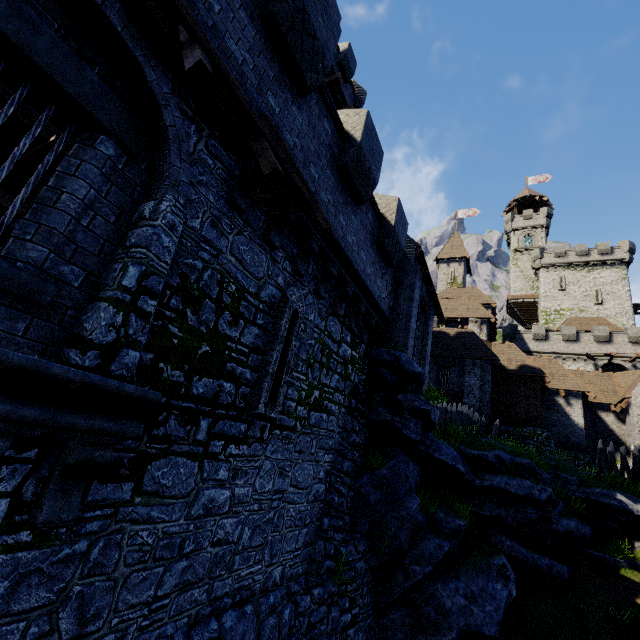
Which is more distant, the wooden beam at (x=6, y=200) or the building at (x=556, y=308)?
the building at (x=556, y=308)

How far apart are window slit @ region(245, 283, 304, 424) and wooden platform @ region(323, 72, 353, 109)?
12.30m

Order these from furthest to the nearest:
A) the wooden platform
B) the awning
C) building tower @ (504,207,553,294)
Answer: building tower @ (504,207,553,294) < the wooden platform < the awning

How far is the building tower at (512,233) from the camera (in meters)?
51.41

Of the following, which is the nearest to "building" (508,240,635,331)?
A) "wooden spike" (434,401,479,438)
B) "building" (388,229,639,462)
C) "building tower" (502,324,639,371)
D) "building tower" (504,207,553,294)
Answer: "building tower" (504,207,553,294)

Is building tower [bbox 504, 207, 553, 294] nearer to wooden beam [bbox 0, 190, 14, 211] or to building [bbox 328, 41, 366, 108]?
building [bbox 328, 41, 366, 108]

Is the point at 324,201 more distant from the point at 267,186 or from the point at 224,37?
the point at 224,37

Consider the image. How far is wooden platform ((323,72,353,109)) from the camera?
14.6 meters
